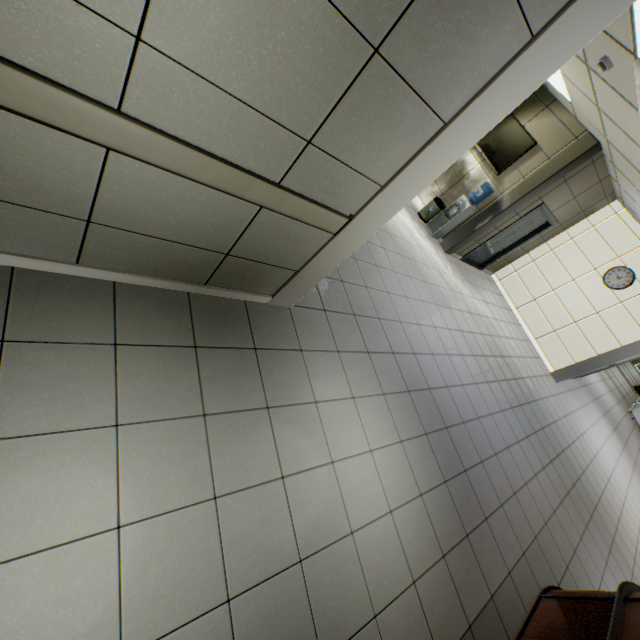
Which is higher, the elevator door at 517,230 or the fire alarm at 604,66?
the fire alarm at 604,66

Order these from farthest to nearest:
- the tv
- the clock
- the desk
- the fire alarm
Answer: the clock, the tv, the fire alarm, the desk

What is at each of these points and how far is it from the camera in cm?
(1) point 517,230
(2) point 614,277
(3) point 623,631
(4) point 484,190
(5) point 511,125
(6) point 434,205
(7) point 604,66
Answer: (1) elevator door, 819
(2) clock, 783
(3) desk, 261
(4) water container, 694
(5) tv, 689
(6) garbage can, 769
(7) fire alarm, 349

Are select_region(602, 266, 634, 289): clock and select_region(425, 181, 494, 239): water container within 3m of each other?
no

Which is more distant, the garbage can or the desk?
the garbage can

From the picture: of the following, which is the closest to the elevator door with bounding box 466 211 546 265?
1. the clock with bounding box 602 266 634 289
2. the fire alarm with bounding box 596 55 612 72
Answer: the clock with bounding box 602 266 634 289

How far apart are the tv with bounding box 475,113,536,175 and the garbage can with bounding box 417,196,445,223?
1.2 meters

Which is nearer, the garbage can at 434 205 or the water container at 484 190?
the water container at 484 190
